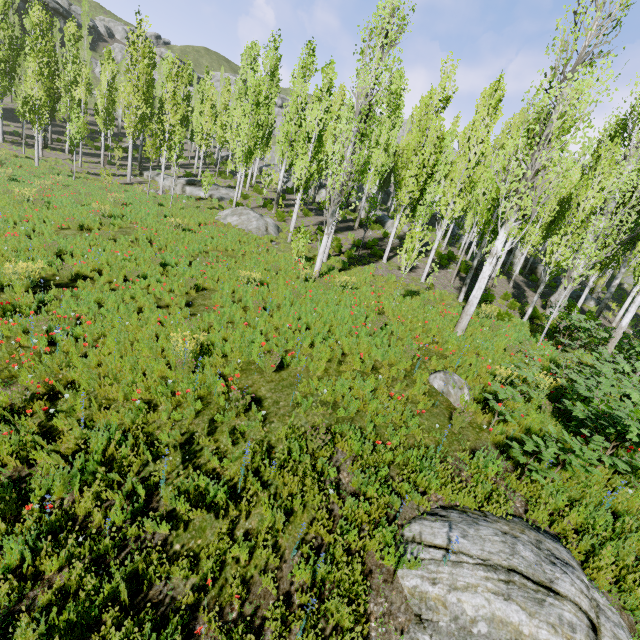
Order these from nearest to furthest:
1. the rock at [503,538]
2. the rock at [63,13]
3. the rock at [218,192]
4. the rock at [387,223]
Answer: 1. the rock at [503,538]
2. the rock at [218,192]
3. the rock at [387,223]
4. the rock at [63,13]

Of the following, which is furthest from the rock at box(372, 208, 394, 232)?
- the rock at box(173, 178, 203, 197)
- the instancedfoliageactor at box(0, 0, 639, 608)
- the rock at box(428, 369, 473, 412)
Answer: the rock at box(428, 369, 473, 412)

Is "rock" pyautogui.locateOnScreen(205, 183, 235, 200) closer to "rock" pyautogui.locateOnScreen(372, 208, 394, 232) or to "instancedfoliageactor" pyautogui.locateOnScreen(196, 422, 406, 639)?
"instancedfoliageactor" pyautogui.locateOnScreen(196, 422, 406, 639)

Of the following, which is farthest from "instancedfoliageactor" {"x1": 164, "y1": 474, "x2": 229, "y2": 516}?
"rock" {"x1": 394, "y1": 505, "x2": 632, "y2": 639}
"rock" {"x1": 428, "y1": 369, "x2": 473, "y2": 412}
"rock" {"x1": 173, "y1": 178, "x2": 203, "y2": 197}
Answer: "rock" {"x1": 394, "y1": 505, "x2": 632, "y2": 639}

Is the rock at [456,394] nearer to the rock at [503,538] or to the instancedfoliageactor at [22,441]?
the rock at [503,538]

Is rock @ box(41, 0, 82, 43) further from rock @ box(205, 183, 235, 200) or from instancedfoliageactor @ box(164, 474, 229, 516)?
rock @ box(205, 183, 235, 200)

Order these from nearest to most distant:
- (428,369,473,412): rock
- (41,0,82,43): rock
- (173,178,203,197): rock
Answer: (428,369,473,412): rock, (173,178,203,197): rock, (41,0,82,43): rock

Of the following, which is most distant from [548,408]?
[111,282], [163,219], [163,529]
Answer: [163,219]
